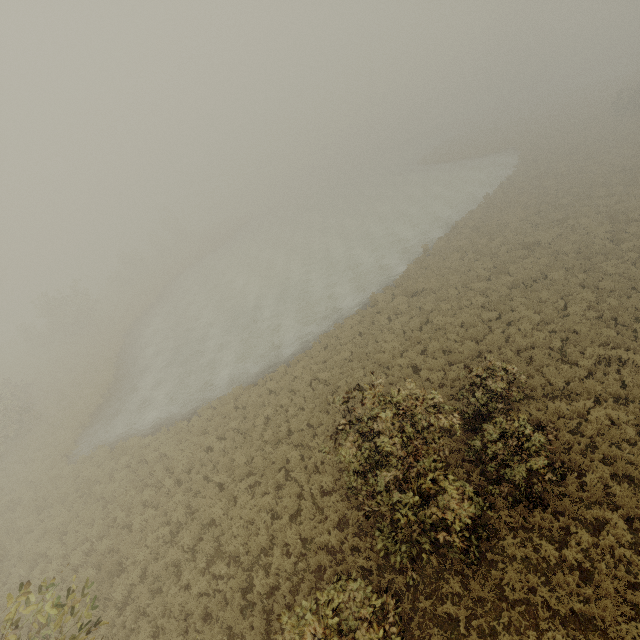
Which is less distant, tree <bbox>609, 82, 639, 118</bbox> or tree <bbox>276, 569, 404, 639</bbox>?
tree <bbox>276, 569, 404, 639</bbox>

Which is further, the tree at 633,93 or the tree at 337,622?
the tree at 633,93

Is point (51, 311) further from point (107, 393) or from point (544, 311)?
point (544, 311)
